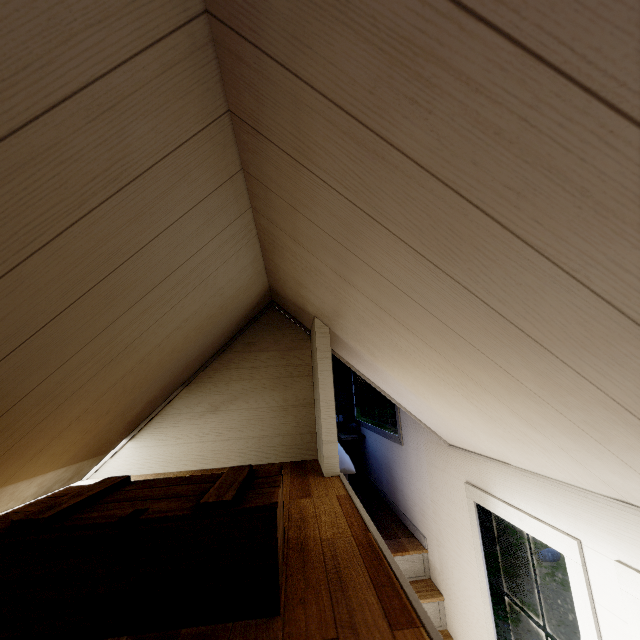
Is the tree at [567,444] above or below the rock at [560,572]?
above

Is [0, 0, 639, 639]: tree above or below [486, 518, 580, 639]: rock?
above

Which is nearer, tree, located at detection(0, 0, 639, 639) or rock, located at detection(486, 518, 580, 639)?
tree, located at detection(0, 0, 639, 639)

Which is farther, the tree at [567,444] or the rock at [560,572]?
the rock at [560,572]

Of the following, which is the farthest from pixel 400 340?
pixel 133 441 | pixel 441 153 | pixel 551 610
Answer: pixel 551 610
